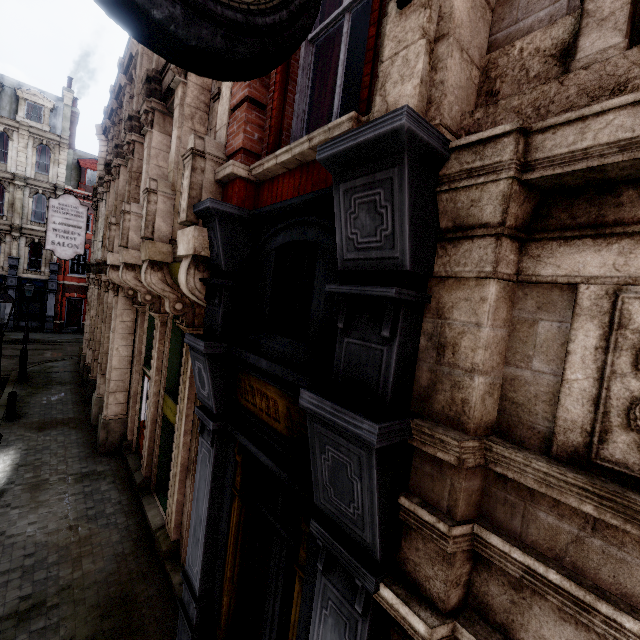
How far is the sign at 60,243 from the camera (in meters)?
12.21

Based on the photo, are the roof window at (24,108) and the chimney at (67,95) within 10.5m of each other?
yes

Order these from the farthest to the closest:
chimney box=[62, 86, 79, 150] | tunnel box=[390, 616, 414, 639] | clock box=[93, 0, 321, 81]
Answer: chimney box=[62, 86, 79, 150] → tunnel box=[390, 616, 414, 639] → clock box=[93, 0, 321, 81]

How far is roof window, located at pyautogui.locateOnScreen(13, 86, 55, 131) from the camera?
25.7m

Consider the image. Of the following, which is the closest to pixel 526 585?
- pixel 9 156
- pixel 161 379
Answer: pixel 161 379

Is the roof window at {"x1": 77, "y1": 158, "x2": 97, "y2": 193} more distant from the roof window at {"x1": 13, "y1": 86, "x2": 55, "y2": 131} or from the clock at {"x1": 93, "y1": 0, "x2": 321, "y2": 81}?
the clock at {"x1": 93, "y1": 0, "x2": 321, "y2": 81}

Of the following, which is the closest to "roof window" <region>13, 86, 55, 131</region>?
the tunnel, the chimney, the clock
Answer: the chimney

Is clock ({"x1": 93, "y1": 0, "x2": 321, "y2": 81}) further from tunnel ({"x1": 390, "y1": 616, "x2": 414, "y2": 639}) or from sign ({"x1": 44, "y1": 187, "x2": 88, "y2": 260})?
sign ({"x1": 44, "y1": 187, "x2": 88, "y2": 260})
